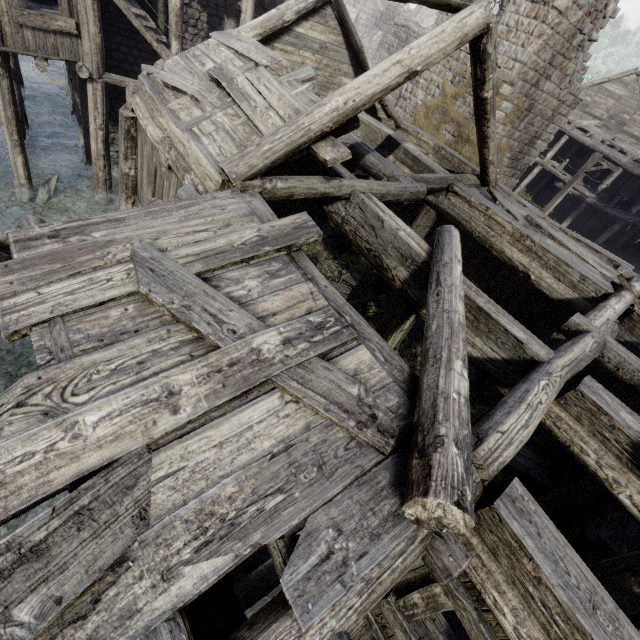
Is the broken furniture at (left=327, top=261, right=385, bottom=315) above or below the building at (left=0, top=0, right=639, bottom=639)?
below

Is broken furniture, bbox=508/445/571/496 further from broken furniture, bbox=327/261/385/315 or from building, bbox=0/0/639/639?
broken furniture, bbox=327/261/385/315

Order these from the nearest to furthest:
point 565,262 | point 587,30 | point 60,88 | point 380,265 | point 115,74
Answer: point 380,265 < point 565,262 < point 115,74 < point 587,30 < point 60,88

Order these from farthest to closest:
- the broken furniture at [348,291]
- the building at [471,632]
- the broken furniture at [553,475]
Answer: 1. the broken furniture at [348,291]
2. the broken furniture at [553,475]
3. the building at [471,632]

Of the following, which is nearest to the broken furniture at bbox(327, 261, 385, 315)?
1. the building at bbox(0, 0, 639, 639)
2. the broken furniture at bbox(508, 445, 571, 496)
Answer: the building at bbox(0, 0, 639, 639)

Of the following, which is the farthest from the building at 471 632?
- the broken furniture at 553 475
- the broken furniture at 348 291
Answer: the broken furniture at 348 291

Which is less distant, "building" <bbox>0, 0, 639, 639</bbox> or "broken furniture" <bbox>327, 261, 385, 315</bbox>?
"building" <bbox>0, 0, 639, 639</bbox>
